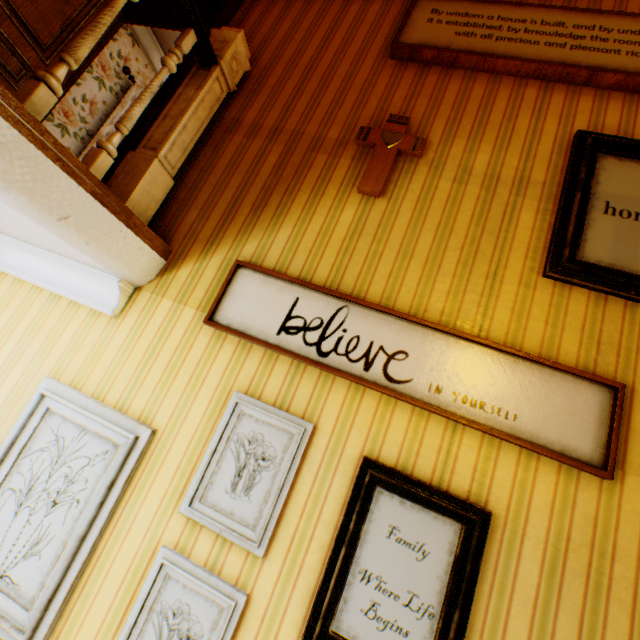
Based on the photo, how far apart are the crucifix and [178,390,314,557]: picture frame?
1.36m

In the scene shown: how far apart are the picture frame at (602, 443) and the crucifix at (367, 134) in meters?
0.7 m

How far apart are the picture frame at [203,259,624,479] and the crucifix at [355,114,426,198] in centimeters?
69cm

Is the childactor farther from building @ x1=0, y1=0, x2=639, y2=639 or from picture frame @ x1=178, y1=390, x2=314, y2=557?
picture frame @ x1=178, y1=390, x2=314, y2=557

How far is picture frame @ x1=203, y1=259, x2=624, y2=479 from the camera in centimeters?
141cm

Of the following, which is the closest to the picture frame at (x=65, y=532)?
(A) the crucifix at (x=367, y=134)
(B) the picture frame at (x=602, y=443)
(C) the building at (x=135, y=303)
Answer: (C) the building at (x=135, y=303)

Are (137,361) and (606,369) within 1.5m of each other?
no

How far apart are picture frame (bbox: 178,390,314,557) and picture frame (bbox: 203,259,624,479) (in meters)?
0.27
